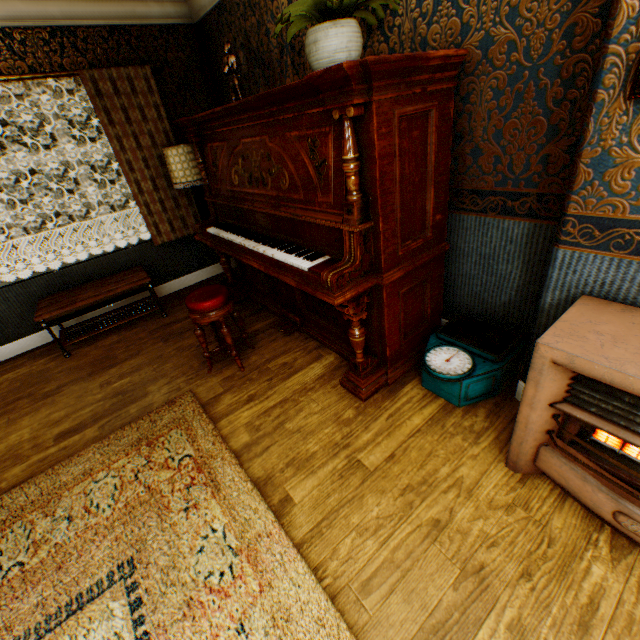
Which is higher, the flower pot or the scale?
the flower pot

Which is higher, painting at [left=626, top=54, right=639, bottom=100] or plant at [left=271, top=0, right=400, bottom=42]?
plant at [left=271, top=0, right=400, bottom=42]

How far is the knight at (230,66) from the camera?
2.8m

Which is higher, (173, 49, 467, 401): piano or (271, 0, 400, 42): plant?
(271, 0, 400, 42): plant

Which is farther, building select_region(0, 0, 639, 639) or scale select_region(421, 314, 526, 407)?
scale select_region(421, 314, 526, 407)

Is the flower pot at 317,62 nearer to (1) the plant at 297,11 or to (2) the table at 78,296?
(1) the plant at 297,11

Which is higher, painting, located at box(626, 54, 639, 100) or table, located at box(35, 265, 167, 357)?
painting, located at box(626, 54, 639, 100)

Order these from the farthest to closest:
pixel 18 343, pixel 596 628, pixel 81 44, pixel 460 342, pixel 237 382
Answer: pixel 18 343 < pixel 81 44 < pixel 237 382 < pixel 460 342 < pixel 596 628
